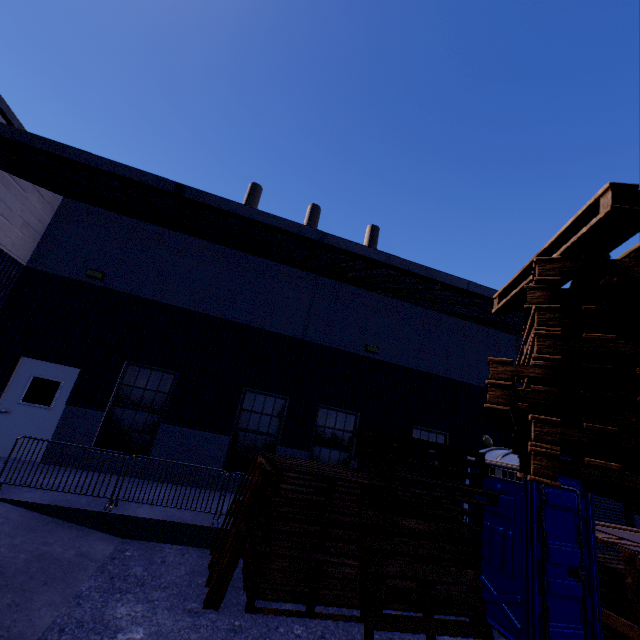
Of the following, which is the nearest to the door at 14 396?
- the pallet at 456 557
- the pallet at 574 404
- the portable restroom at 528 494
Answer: the pallet at 456 557

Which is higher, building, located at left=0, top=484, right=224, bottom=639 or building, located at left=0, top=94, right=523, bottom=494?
building, located at left=0, top=94, right=523, bottom=494

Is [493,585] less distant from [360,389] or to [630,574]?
[630,574]

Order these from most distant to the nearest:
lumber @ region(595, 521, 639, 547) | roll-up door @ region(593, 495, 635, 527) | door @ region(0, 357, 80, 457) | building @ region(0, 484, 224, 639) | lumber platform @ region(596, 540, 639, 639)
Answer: roll-up door @ region(593, 495, 635, 527) < door @ region(0, 357, 80, 457) < lumber @ region(595, 521, 639, 547) < lumber platform @ region(596, 540, 639, 639) < building @ region(0, 484, 224, 639)

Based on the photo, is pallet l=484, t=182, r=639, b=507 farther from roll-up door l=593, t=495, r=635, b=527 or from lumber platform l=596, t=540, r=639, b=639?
roll-up door l=593, t=495, r=635, b=527

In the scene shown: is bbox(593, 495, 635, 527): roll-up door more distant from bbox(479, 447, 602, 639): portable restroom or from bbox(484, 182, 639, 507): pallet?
bbox(484, 182, 639, 507): pallet

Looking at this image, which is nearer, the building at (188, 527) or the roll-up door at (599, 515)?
the building at (188, 527)

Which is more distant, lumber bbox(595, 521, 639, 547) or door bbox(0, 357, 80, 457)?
door bbox(0, 357, 80, 457)
